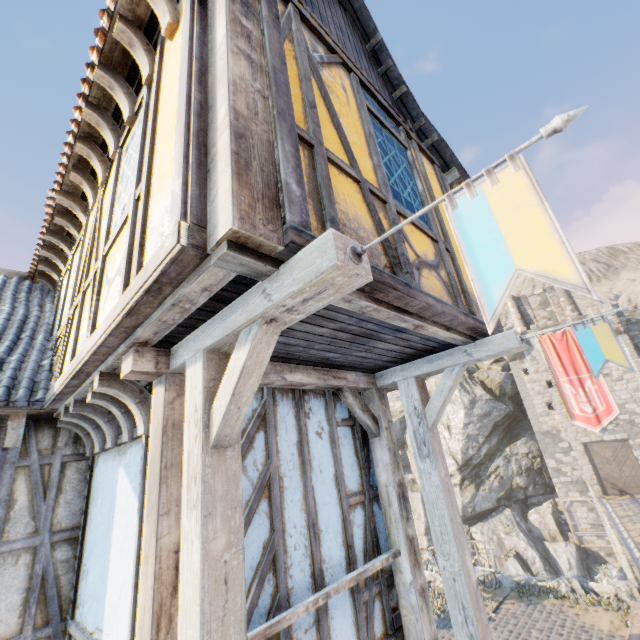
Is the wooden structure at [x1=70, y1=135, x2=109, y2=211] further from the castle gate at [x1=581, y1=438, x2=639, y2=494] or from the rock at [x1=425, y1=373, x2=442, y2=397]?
the castle gate at [x1=581, y1=438, x2=639, y2=494]

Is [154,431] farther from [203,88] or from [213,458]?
[203,88]

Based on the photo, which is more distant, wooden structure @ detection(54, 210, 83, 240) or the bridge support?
the bridge support

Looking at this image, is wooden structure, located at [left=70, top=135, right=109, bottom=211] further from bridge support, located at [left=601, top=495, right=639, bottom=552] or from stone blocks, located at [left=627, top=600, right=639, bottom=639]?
bridge support, located at [left=601, top=495, right=639, bottom=552]

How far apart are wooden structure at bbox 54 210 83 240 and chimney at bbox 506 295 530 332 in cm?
3997

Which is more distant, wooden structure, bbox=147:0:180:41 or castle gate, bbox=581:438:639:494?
castle gate, bbox=581:438:639:494

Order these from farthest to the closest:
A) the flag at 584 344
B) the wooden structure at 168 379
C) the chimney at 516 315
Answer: the chimney at 516 315 < the flag at 584 344 < the wooden structure at 168 379

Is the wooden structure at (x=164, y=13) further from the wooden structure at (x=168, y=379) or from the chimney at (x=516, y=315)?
the chimney at (x=516, y=315)
